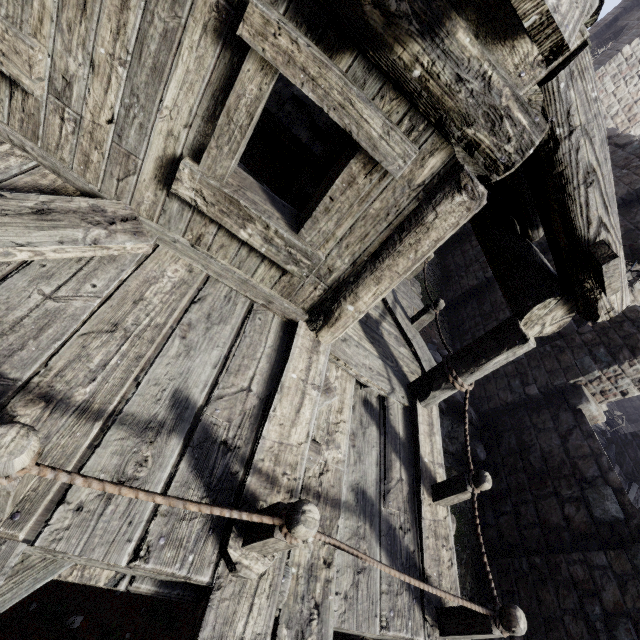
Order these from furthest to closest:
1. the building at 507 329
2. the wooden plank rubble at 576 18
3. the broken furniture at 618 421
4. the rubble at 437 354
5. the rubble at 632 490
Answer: the broken furniture at 618 421 → the rubble at 437 354 → the rubble at 632 490 → the building at 507 329 → the wooden plank rubble at 576 18

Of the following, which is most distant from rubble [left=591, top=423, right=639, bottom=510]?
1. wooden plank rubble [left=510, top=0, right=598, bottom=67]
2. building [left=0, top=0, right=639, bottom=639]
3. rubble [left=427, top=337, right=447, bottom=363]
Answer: wooden plank rubble [left=510, top=0, right=598, bottom=67]

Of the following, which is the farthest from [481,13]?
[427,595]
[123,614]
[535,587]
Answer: [535,587]

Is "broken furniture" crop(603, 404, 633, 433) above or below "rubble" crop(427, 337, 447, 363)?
above

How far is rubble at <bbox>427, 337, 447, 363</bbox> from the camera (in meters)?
10.19

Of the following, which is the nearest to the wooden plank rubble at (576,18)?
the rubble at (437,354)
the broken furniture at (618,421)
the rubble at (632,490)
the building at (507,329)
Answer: the building at (507,329)

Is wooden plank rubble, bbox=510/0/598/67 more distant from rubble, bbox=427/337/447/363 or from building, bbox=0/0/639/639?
rubble, bbox=427/337/447/363
